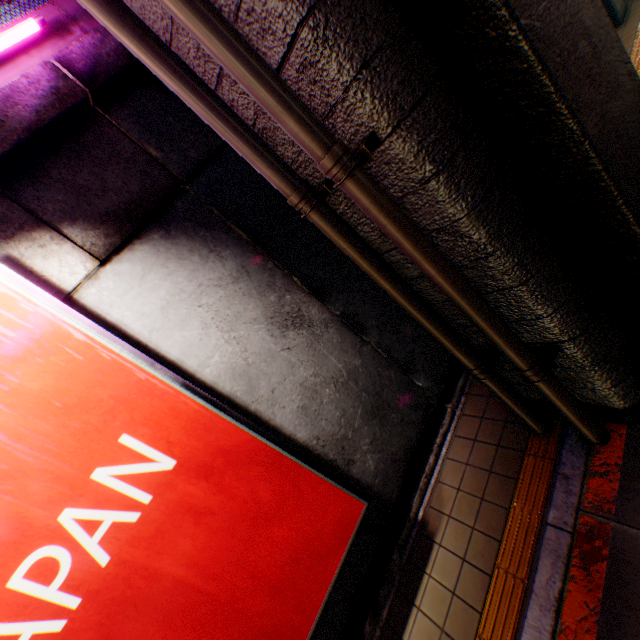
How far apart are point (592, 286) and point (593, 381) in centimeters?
98cm

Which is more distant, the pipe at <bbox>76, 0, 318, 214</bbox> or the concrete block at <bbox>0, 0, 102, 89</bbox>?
the concrete block at <bbox>0, 0, 102, 89</bbox>

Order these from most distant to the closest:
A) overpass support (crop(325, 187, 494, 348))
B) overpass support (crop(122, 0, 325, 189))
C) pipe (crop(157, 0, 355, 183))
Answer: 1. overpass support (crop(325, 187, 494, 348))
2. overpass support (crop(122, 0, 325, 189))
3. pipe (crop(157, 0, 355, 183))

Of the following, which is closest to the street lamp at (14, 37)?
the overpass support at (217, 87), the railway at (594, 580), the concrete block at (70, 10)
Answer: the concrete block at (70, 10)

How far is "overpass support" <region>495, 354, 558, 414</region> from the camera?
3.69m

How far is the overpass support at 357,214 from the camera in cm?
290

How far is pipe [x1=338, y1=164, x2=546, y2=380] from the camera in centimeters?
222cm
